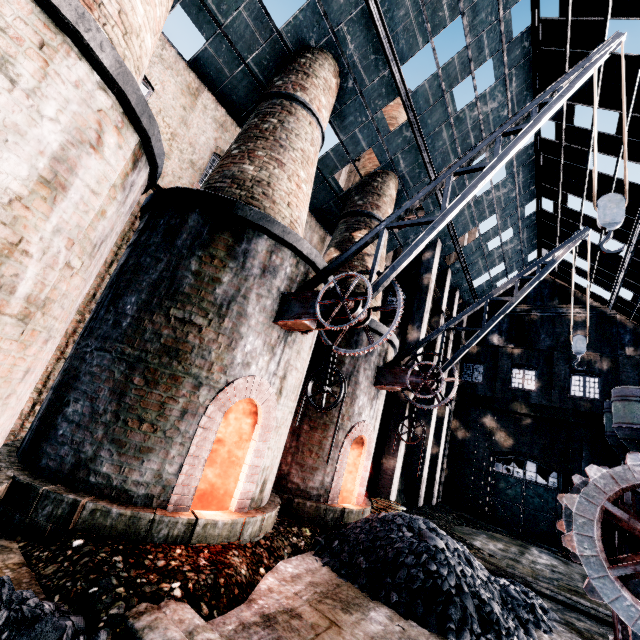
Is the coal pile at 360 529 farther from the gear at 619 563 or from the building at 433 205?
the building at 433 205

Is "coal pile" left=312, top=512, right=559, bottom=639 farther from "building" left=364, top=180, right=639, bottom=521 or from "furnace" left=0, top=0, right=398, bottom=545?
"building" left=364, top=180, right=639, bottom=521

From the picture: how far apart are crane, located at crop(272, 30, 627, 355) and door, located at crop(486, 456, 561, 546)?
23.73m

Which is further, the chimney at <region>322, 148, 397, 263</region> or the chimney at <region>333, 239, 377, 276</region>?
the chimney at <region>322, 148, 397, 263</region>

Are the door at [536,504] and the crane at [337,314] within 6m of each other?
no

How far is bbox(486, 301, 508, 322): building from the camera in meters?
29.0

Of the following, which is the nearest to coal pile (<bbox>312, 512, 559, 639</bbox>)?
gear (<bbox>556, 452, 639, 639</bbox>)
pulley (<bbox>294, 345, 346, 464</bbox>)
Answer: gear (<bbox>556, 452, 639, 639</bbox>)

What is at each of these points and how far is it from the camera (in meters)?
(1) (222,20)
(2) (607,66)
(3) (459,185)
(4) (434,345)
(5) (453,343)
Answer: (1) building, 10.93
(2) building, 12.70
(3) building, 18.73
(4) building, 22.39
(5) building, 28.44
